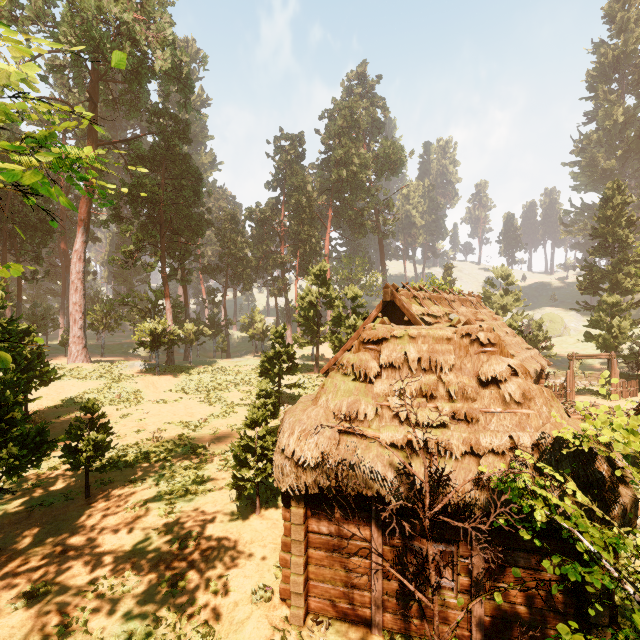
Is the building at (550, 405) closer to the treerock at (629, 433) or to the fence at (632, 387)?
the treerock at (629, 433)

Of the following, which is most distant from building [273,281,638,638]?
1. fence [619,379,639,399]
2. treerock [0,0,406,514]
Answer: fence [619,379,639,399]

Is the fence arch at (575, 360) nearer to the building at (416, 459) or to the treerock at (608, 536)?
the treerock at (608, 536)

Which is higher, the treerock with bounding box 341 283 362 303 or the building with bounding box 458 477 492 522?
the treerock with bounding box 341 283 362 303

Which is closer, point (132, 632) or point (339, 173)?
point (132, 632)

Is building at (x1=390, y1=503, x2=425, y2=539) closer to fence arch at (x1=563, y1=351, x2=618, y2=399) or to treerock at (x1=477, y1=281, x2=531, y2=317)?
treerock at (x1=477, y1=281, x2=531, y2=317)

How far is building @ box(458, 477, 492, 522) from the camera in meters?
5.8
